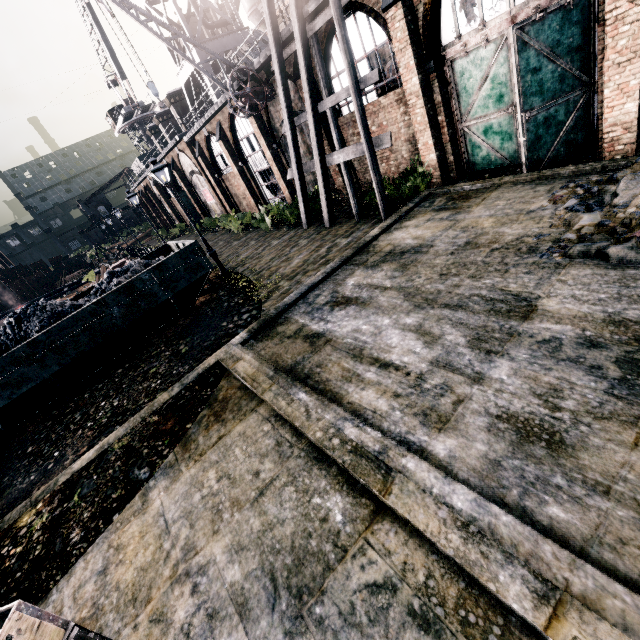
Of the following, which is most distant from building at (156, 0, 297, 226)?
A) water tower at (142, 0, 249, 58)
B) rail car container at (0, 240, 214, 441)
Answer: Result: rail car container at (0, 240, 214, 441)

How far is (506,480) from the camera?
3.80m

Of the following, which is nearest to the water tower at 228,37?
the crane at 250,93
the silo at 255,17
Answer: the crane at 250,93

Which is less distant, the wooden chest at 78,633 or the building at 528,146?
the wooden chest at 78,633

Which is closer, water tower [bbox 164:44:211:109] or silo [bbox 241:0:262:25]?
water tower [bbox 164:44:211:109]

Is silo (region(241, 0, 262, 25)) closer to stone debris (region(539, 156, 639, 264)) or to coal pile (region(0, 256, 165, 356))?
coal pile (region(0, 256, 165, 356))

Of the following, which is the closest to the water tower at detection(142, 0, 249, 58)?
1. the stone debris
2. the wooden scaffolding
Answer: the wooden scaffolding

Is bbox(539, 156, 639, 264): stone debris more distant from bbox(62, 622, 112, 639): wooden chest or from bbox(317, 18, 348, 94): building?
bbox(62, 622, 112, 639): wooden chest
